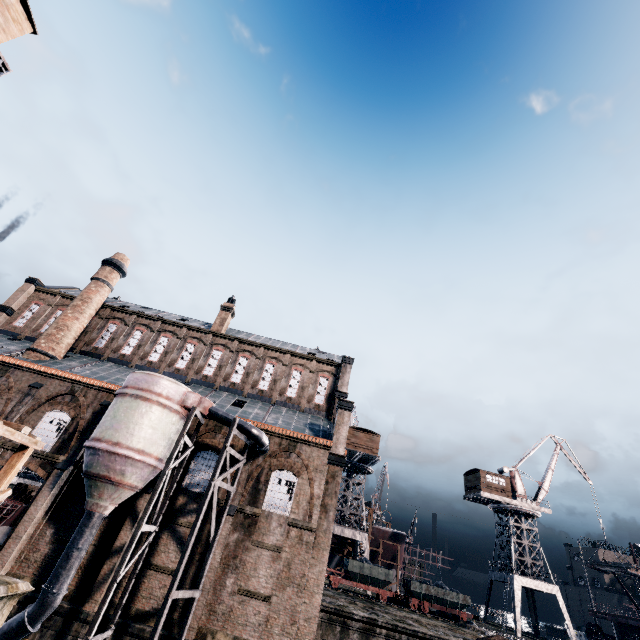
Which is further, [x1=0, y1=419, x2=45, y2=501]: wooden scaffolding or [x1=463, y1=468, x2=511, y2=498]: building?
[x1=463, y1=468, x2=511, y2=498]: building

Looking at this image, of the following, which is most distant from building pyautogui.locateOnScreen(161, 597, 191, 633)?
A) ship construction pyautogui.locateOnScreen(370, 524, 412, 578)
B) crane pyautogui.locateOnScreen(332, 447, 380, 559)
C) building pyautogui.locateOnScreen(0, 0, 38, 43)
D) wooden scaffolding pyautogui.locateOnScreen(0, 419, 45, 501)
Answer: building pyautogui.locateOnScreen(0, 0, 38, 43)

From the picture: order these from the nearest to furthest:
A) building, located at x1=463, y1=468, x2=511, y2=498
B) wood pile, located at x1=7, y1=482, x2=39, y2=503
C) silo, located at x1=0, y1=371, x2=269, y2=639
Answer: silo, located at x1=0, y1=371, x2=269, y2=639 < wood pile, located at x1=7, y1=482, x2=39, y2=503 < building, located at x1=463, y1=468, x2=511, y2=498

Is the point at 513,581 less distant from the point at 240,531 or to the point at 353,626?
the point at 353,626

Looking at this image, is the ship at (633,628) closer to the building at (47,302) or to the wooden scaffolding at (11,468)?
the building at (47,302)

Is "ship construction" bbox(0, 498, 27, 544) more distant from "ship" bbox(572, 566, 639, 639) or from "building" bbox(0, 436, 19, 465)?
"ship" bbox(572, 566, 639, 639)

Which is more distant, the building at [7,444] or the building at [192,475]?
the building at [7,444]

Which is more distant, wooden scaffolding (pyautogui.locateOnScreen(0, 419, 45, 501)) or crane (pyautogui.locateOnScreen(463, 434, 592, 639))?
crane (pyautogui.locateOnScreen(463, 434, 592, 639))
